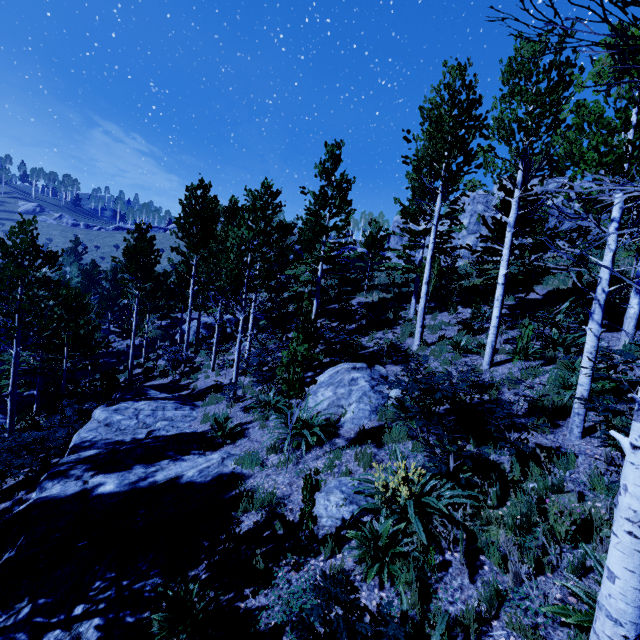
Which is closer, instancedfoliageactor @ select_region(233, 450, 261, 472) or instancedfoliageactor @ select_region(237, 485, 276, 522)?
instancedfoliageactor @ select_region(237, 485, 276, 522)

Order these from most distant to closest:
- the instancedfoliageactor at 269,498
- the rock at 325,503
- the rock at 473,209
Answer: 1. the rock at 473,209
2. the instancedfoliageactor at 269,498
3. the rock at 325,503

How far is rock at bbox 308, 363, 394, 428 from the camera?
8.08m

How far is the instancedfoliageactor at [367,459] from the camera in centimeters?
614cm

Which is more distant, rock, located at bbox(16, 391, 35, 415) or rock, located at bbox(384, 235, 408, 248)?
rock, located at bbox(384, 235, 408, 248)

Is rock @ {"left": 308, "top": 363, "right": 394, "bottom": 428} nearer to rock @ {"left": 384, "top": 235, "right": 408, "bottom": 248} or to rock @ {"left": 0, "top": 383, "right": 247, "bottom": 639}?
rock @ {"left": 0, "top": 383, "right": 247, "bottom": 639}

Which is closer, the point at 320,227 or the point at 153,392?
the point at 153,392

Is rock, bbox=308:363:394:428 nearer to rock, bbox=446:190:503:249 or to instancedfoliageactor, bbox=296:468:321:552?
instancedfoliageactor, bbox=296:468:321:552
